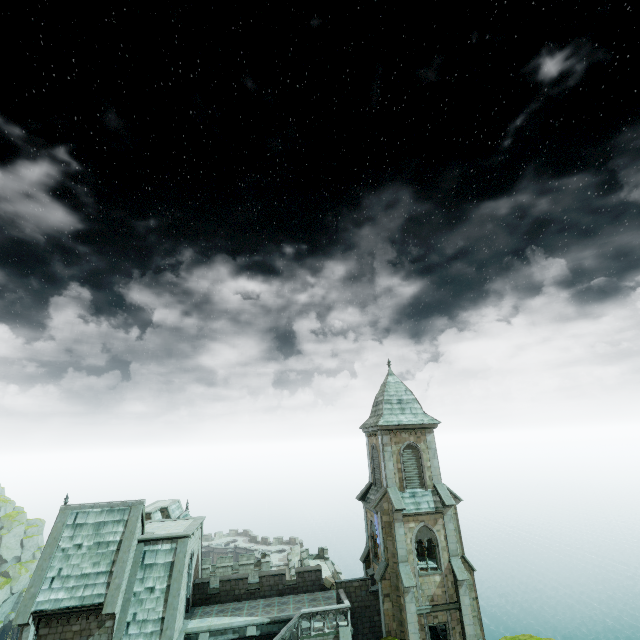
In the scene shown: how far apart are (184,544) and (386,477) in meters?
16.1

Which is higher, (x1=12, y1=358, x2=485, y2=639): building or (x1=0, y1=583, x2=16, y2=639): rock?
(x1=12, y1=358, x2=485, y2=639): building

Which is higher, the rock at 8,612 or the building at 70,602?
the building at 70,602

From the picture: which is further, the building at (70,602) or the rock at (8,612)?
the rock at (8,612)

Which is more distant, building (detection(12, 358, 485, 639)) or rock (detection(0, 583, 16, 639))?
rock (detection(0, 583, 16, 639))
